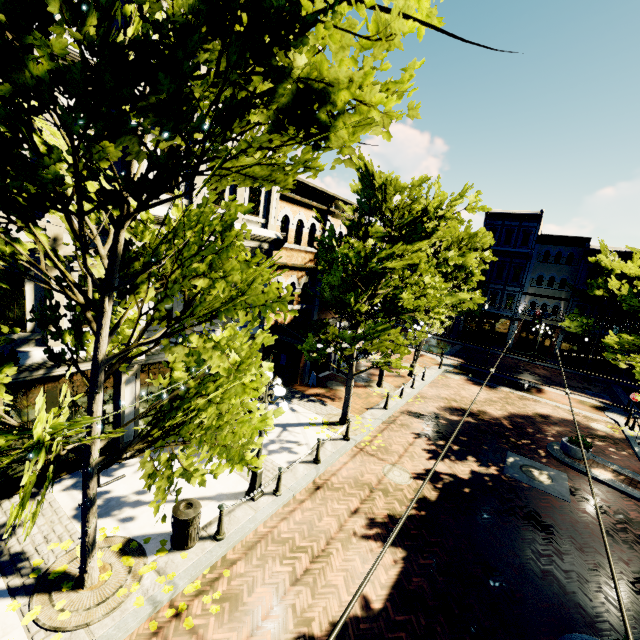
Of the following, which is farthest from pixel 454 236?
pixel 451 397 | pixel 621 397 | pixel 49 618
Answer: pixel 621 397

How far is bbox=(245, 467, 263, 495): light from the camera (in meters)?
8.76

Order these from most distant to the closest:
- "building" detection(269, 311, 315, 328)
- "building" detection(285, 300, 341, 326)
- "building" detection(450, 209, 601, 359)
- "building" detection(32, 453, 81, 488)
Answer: "building" detection(450, 209, 601, 359)
"building" detection(285, 300, 341, 326)
"building" detection(269, 311, 315, 328)
"building" detection(32, 453, 81, 488)

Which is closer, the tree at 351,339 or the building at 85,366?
the building at 85,366

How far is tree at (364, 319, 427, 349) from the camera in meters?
11.6 m

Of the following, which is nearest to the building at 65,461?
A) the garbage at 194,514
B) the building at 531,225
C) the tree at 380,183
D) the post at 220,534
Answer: the tree at 380,183

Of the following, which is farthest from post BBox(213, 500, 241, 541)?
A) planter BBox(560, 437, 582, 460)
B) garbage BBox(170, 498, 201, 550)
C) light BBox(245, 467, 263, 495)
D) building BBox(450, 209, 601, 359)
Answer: building BBox(450, 209, 601, 359)

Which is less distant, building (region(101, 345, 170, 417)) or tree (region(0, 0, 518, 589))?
tree (region(0, 0, 518, 589))
